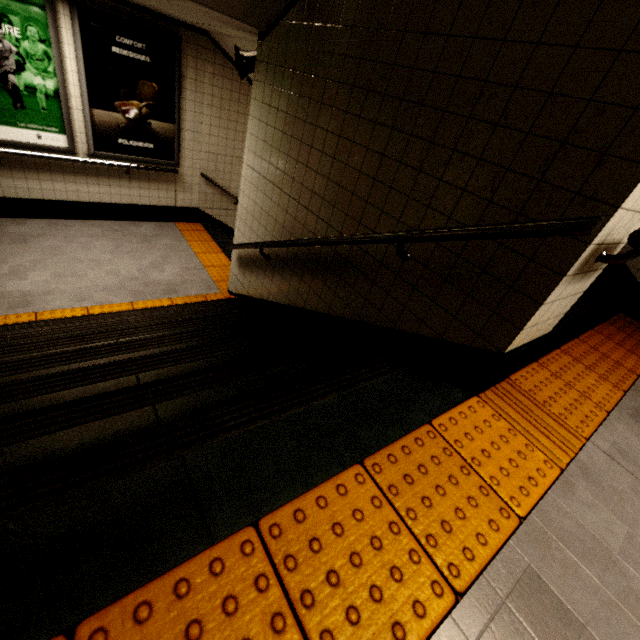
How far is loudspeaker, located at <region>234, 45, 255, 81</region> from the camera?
3.2 meters

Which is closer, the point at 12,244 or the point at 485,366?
the point at 485,366

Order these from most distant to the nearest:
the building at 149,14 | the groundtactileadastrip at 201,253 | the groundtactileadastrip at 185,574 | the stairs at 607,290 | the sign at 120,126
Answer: the sign at 120,126
the groundtactileadastrip at 201,253
the building at 149,14
the stairs at 607,290
the groundtactileadastrip at 185,574

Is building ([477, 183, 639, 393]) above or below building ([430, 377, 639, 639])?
above

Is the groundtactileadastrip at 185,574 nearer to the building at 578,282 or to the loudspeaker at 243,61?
the building at 578,282

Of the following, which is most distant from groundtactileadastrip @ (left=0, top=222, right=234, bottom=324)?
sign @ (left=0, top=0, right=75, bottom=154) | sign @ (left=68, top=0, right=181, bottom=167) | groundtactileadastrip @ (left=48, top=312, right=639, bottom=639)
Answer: groundtactileadastrip @ (left=48, top=312, right=639, bottom=639)

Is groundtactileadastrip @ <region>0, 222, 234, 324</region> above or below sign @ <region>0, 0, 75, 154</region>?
below

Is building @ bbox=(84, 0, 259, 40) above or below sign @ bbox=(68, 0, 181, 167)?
above
